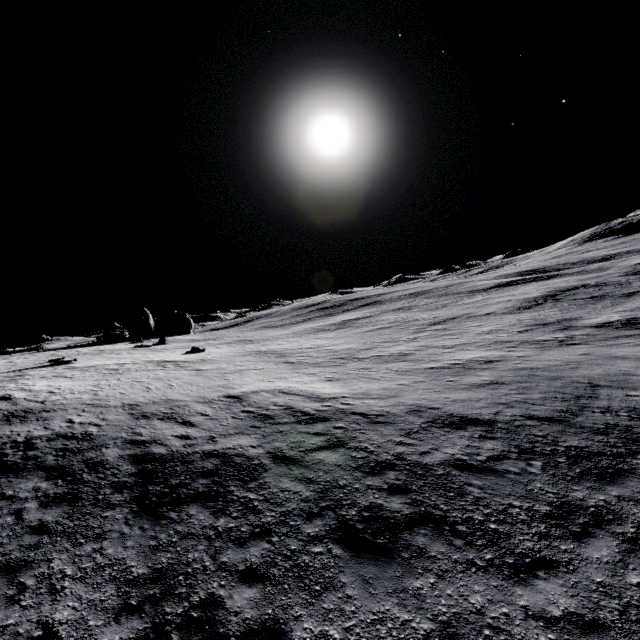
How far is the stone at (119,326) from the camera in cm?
3709

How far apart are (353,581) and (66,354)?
48.43m

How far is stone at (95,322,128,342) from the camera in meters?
37.1 m
